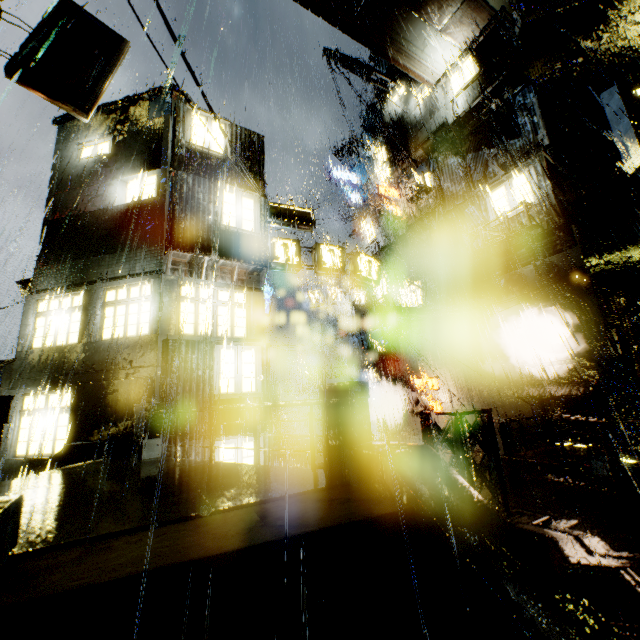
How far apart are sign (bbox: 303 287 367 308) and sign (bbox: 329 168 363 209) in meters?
9.0 m

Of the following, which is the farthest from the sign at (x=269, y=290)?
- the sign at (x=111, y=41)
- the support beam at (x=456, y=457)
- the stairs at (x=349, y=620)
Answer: the stairs at (x=349, y=620)

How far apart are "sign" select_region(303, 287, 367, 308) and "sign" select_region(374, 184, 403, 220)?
6.68m

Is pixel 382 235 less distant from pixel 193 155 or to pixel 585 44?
pixel 585 44

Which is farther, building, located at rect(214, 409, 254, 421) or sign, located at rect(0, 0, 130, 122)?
building, located at rect(214, 409, 254, 421)

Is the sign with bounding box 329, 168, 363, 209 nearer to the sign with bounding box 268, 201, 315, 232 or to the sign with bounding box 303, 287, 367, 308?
the sign with bounding box 303, 287, 367, 308

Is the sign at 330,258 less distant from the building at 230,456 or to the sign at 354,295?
the building at 230,456

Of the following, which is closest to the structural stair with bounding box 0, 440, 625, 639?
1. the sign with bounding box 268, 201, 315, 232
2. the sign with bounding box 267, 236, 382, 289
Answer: the sign with bounding box 267, 236, 382, 289
